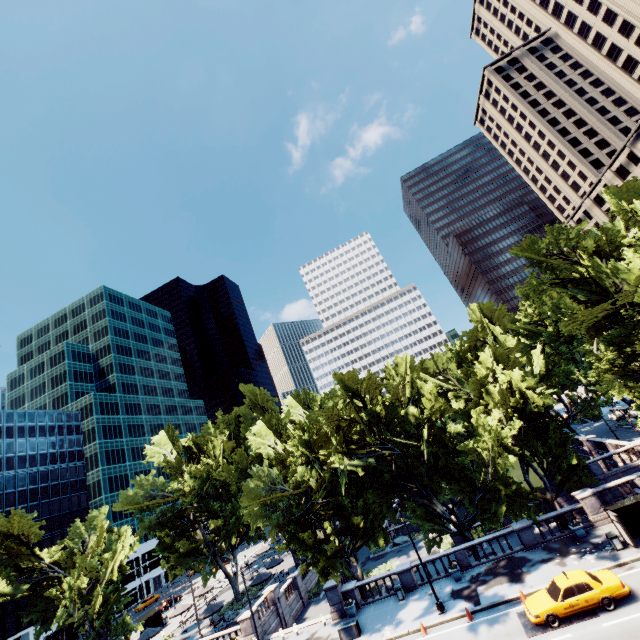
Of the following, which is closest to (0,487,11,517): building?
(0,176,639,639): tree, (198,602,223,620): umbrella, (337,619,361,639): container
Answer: (0,176,639,639): tree

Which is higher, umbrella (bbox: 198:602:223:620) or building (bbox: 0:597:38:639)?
building (bbox: 0:597:38:639)

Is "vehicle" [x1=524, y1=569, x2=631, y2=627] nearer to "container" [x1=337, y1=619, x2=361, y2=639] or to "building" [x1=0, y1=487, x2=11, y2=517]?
"container" [x1=337, y1=619, x2=361, y2=639]

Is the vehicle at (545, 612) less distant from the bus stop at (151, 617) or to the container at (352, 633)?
the container at (352, 633)

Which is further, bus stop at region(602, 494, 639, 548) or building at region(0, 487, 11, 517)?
building at region(0, 487, 11, 517)

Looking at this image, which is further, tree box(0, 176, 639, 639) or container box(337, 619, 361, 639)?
tree box(0, 176, 639, 639)

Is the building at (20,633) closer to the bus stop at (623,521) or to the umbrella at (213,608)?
the umbrella at (213,608)

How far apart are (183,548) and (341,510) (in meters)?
21.56
